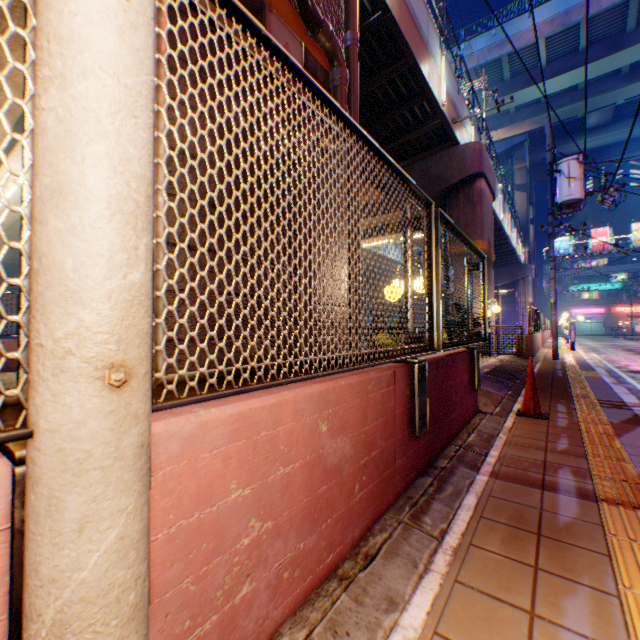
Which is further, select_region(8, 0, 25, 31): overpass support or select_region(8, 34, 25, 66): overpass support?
select_region(8, 34, 25, 66): overpass support

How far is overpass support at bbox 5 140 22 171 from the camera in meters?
8.8 m

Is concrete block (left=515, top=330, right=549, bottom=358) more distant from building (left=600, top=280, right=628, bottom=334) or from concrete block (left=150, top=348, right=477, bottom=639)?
concrete block (left=150, top=348, right=477, bottom=639)

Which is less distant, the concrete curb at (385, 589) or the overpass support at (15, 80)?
the concrete curb at (385, 589)

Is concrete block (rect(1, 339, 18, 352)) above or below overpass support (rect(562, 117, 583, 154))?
below

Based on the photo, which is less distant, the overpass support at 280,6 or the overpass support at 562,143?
the overpass support at 280,6

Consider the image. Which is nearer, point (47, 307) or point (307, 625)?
point (47, 307)

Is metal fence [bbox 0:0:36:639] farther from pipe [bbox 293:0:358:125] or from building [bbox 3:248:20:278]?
building [bbox 3:248:20:278]
